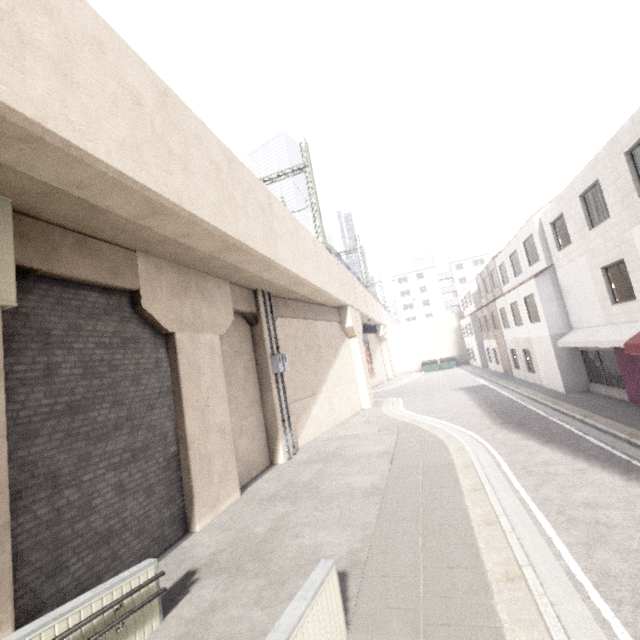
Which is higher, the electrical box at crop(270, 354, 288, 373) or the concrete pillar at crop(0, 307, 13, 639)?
the electrical box at crop(270, 354, 288, 373)

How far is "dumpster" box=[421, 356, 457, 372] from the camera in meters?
Answer: 41.7

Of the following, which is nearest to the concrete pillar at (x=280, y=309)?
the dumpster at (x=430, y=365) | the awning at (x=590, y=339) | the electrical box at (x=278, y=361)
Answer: the electrical box at (x=278, y=361)

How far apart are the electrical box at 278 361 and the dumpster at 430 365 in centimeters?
3324cm

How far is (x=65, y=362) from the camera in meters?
6.1

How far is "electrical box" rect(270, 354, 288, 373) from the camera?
13.0m

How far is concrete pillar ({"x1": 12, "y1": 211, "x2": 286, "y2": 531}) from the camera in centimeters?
607cm

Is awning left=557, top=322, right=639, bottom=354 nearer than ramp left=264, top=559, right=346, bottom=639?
No
